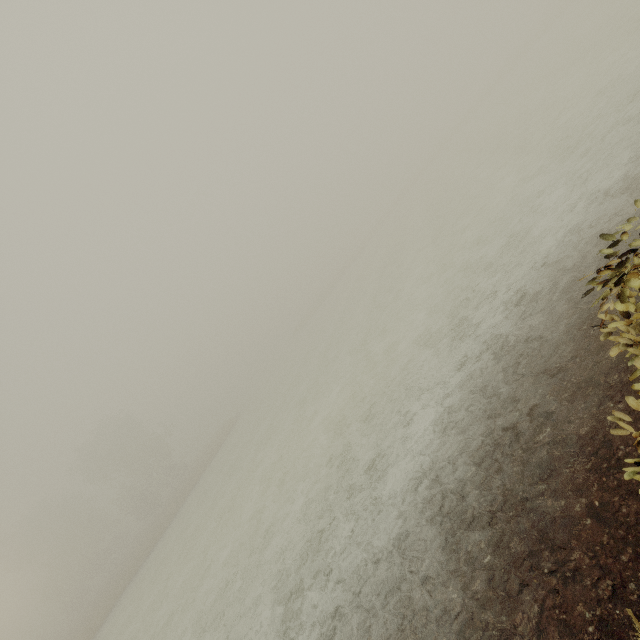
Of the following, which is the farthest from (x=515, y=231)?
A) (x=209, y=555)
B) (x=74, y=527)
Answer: (x=74, y=527)
